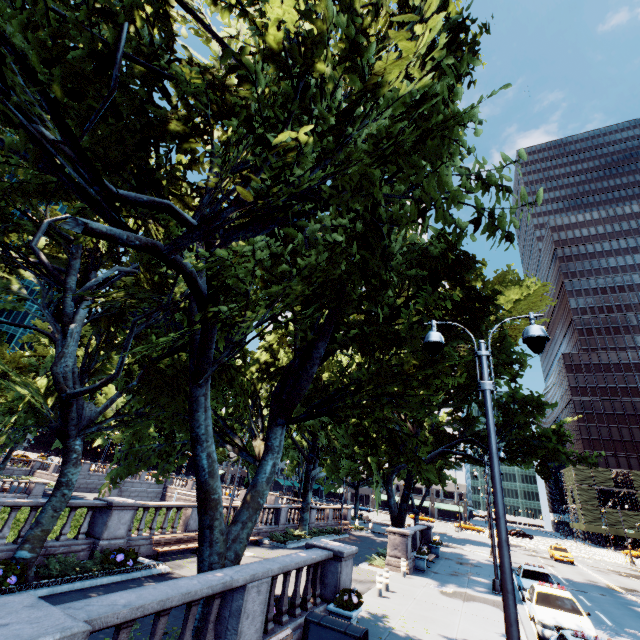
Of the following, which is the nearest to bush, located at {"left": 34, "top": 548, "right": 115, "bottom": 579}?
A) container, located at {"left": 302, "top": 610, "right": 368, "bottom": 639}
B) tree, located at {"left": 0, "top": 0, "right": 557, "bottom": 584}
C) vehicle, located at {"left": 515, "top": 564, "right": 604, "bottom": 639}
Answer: tree, located at {"left": 0, "top": 0, "right": 557, "bottom": 584}

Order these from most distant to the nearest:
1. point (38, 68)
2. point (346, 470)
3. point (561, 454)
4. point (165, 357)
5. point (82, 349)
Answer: point (82, 349) → point (346, 470) → point (561, 454) → point (165, 357) → point (38, 68)

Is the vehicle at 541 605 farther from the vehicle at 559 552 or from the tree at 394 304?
the vehicle at 559 552

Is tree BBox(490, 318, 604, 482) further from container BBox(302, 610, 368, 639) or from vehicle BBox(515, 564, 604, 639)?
vehicle BBox(515, 564, 604, 639)

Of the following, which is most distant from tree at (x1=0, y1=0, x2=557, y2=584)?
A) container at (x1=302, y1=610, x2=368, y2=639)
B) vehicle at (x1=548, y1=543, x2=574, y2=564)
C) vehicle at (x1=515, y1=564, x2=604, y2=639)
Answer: vehicle at (x1=548, y1=543, x2=574, y2=564)

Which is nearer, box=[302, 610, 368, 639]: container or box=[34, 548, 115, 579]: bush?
box=[302, 610, 368, 639]: container

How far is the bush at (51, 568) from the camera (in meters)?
10.87

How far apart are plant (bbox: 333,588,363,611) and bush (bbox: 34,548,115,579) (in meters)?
8.25
